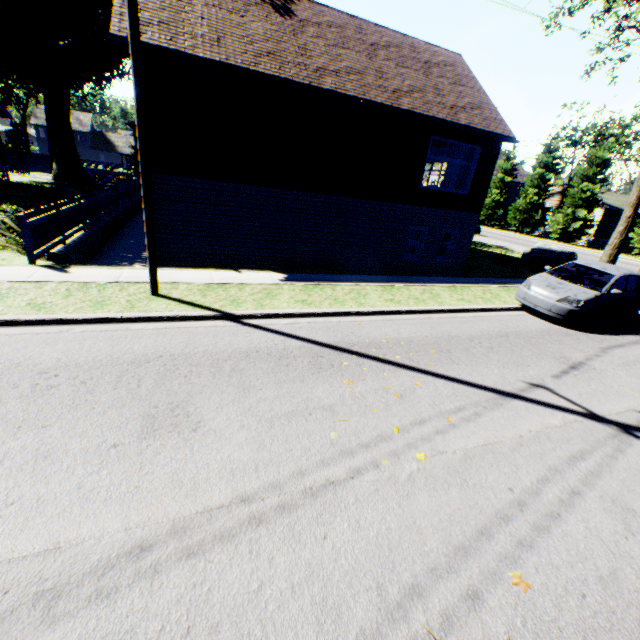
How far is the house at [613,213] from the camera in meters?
37.2

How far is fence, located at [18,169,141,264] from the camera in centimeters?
823cm

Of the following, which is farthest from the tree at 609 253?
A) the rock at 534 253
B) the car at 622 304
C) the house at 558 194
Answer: the car at 622 304

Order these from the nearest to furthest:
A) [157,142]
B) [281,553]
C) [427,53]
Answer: [281,553] < [157,142] < [427,53]

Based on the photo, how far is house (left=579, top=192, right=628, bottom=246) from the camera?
37.2 meters

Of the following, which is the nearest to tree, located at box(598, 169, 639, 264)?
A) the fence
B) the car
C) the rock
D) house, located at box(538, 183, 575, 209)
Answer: the fence

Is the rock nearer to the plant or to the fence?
the plant

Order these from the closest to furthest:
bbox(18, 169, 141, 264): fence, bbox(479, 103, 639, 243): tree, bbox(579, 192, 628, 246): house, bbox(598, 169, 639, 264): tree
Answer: bbox(18, 169, 141, 264): fence → bbox(598, 169, 639, 264): tree → bbox(479, 103, 639, 243): tree → bbox(579, 192, 628, 246): house
